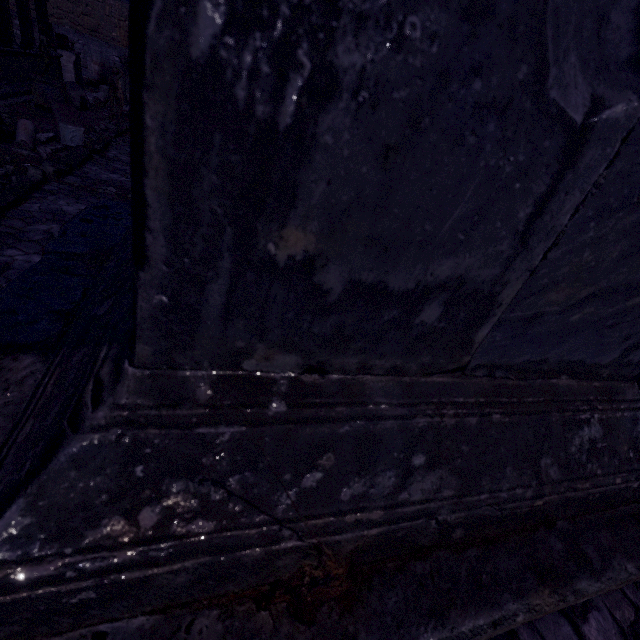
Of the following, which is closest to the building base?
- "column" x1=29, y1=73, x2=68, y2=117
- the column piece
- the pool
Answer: the pool

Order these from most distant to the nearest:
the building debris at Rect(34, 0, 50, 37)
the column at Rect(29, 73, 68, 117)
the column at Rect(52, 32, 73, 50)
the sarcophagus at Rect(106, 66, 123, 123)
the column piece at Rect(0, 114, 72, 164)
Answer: the column at Rect(52, 32, 73, 50)
the building debris at Rect(34, 0, 50, 37)
the sarcophagus at Rect(106, 66, 123, 123)
the column at Rect(29, 73, 68, 117)
the column piece at Rect(0, 114, 72, 164)

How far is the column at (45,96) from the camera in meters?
10.4

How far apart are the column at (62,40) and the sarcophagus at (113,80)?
6.2m

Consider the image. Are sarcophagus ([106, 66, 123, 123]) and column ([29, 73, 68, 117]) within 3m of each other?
yes

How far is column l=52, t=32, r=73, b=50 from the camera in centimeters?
1565cm

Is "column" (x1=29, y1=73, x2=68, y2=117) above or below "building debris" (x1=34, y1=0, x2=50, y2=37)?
below

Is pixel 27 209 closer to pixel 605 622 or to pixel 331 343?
pixel 331 343
